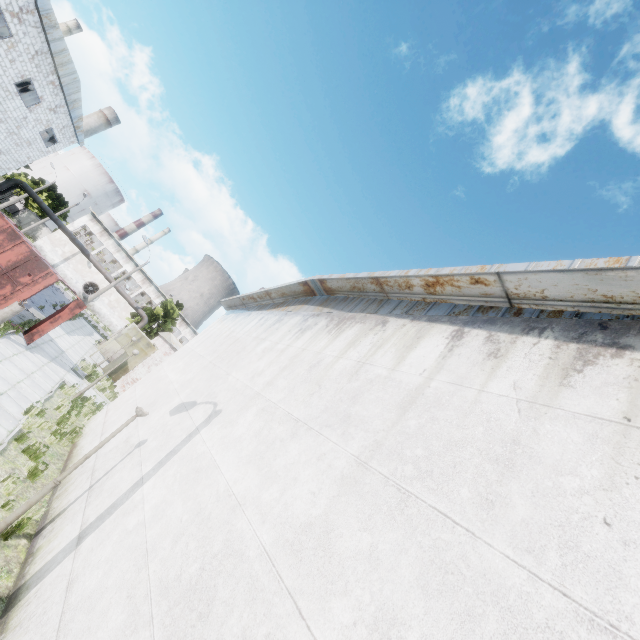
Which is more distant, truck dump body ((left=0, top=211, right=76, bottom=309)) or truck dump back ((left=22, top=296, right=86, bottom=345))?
truck dump back ((left=22, top=296, right=86, bottom=345))

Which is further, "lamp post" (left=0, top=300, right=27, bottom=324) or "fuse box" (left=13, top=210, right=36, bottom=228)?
"fuse box" (left=13, top=210, right=36, bottom=228)

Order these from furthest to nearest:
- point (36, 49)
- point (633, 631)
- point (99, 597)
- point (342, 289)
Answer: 1. point (36, 49)
2. point (342, 289)
3. point (99, 597)
4. point (633, 631)

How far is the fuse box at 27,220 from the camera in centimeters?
5870cm

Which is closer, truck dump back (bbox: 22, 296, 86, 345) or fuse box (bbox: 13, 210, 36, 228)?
truck dump back (bbox: 22, 296, 86, 345)

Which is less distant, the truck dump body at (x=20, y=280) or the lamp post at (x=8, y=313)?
the lamp post at (x=8, y=313)

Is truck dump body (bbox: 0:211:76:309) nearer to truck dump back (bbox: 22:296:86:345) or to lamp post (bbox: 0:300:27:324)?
truck dump back (bbox: 22:296:86:345)

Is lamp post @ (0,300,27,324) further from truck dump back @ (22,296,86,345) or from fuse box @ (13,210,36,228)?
fuse box @ (13,210,36,228)
